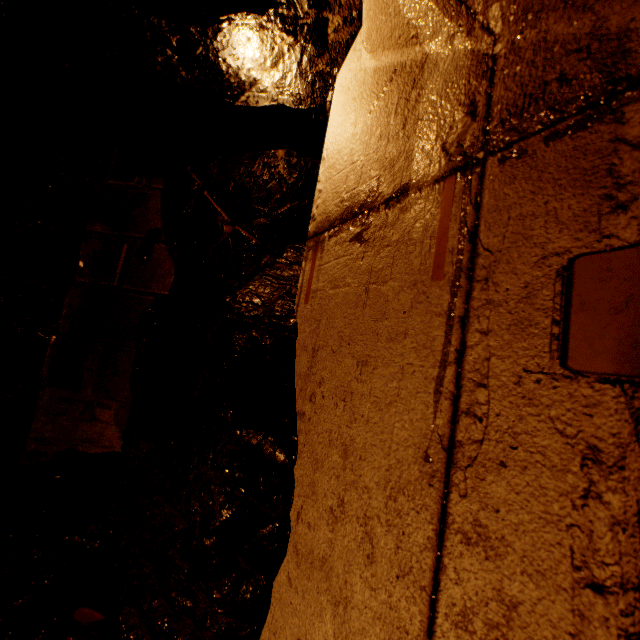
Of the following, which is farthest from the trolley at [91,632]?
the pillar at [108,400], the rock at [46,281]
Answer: the pillar at [108,400]

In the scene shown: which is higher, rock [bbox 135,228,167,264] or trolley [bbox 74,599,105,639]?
rock [bbox 135,228,167,264]

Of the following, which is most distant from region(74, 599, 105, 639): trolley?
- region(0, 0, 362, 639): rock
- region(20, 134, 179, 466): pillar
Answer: region(20, 134, 179, 466): pillar

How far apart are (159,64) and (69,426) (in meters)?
2.32

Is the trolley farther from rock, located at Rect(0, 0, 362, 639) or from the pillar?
the pillar

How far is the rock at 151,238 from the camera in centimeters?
236cm
